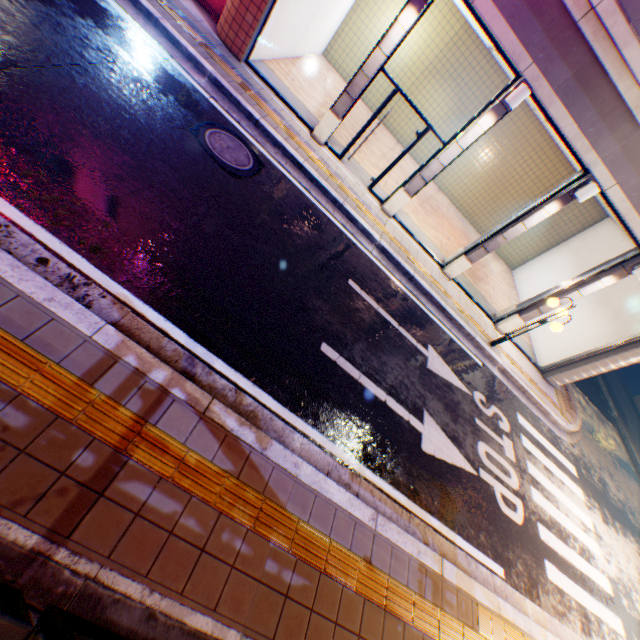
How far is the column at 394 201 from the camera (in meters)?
7.46

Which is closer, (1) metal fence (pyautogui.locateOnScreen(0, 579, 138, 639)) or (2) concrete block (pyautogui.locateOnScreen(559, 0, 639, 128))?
(1) metal fence (pyautogui.locateOnScreen(0, 579, 138, 639))

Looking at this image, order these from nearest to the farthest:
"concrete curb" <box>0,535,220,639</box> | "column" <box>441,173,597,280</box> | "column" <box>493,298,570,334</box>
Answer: "concrete curb" <box>0,535,220,639</box> → "column" <box>441,173,597,280</box> → "column" <box>493,298,570,334</box>

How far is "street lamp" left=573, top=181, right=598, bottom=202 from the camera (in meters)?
7.59

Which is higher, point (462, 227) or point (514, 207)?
point (514, 207)

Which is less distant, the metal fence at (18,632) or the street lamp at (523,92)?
the metal fence at (18,632)

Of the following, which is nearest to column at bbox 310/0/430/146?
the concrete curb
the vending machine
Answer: the vending machine

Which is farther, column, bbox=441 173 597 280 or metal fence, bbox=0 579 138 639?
column, bbox=441 173 597 280
